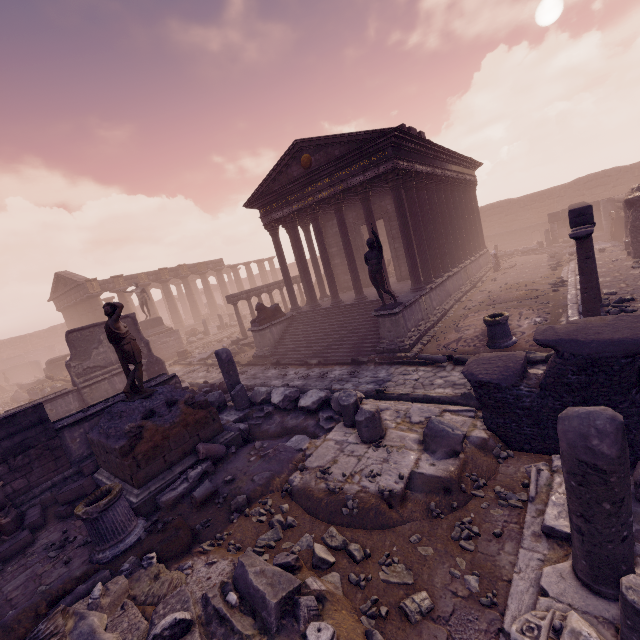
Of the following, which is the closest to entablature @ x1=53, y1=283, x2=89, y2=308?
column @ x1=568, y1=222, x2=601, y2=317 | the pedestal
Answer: the pedestal

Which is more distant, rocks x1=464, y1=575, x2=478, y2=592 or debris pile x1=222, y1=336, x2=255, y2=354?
debris pile x1=222, y1=336, x2=255, y2=354

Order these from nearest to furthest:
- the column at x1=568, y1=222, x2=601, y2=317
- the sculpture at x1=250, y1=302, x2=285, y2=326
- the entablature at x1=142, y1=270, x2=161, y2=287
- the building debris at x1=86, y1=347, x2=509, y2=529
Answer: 1. the building debris at x1=86, y1=347, x2=509, y2=529
2. the column at x1=568, y1=222, x2=601, y2=317
3. the sculpture at x1=250, y1=302, x2=285, y2=326
4. the entablature at x1=142, y1=270, x2=161, y2=287

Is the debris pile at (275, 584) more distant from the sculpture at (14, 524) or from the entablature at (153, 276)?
the entablature at (153, 276)

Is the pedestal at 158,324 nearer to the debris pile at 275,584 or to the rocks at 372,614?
the debris pile at 275,584

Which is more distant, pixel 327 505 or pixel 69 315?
pixel 69 315

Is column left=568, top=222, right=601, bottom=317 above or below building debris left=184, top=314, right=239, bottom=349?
above

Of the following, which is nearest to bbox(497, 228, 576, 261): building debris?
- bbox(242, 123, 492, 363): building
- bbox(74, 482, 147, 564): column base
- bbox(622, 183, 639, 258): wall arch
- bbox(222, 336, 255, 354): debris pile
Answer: bbox(622, 183, 639, 258): wall arch
